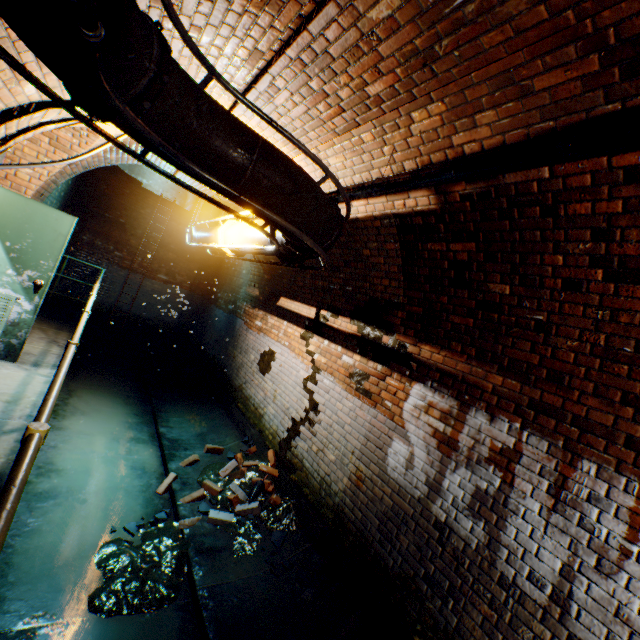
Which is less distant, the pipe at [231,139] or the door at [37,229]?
the pipe at [231,139]

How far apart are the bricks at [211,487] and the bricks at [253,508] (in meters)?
0.15

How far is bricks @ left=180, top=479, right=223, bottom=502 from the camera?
4.3m

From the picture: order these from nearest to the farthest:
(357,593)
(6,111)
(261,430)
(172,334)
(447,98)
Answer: (447,98), (6,111), (357,593), (261,430), (172,334)

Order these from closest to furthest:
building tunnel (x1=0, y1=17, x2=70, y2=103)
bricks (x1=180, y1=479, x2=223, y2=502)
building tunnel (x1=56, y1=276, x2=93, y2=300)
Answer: building tunnel (x1=0, y1=17, x2=70, y2=103) → bricks (x1=180, y1=479, x2=223, y2=502) → building tunnel (x1=56, y1=276, x2=93, y2=300)

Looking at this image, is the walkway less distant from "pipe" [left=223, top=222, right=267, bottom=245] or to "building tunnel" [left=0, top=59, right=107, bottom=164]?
"building tunnel" [left=0, top=59, right=107, bottom=164]

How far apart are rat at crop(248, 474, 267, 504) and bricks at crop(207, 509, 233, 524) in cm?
1

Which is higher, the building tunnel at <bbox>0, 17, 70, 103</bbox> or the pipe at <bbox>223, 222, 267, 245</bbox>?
the building tunnel at <bbox>0, 17, 70, 103</bbox>
